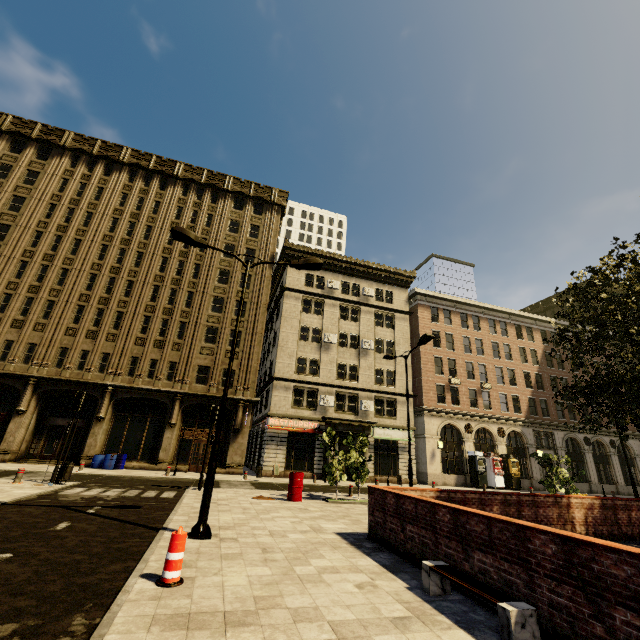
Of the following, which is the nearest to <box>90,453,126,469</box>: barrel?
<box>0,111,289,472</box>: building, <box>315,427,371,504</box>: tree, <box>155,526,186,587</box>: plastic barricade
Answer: <box>0,111,289,472</box>: building

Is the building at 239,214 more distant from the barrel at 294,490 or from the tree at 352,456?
the barrel at 294,490

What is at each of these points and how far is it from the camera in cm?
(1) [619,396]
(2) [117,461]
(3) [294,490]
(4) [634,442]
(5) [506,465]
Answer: (1) tree, 981
(2) barrel, 2250
(3) barrel, 1380
(4) building, 3866
(5) atm, 3150

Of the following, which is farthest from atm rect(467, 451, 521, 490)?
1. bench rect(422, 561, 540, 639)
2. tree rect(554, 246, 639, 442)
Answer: bench rect(422, 561, 540, 639)

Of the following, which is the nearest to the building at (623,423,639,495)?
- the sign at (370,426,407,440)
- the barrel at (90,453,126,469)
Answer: the sign at (370,426,407,440)

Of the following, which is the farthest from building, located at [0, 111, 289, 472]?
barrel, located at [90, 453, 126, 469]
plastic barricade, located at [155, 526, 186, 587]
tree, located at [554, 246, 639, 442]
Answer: plastic barricade, located at [155, 526, 186, 587]

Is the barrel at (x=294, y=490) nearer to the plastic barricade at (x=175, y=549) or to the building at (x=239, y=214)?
the plastic barricade at (x=175, y=549)

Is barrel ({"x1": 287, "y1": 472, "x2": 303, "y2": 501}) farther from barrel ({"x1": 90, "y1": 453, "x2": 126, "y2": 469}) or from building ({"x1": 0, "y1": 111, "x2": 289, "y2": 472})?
barrel ({"x1": 90, "y1": 453, "x2": 126, "y2": 469})
